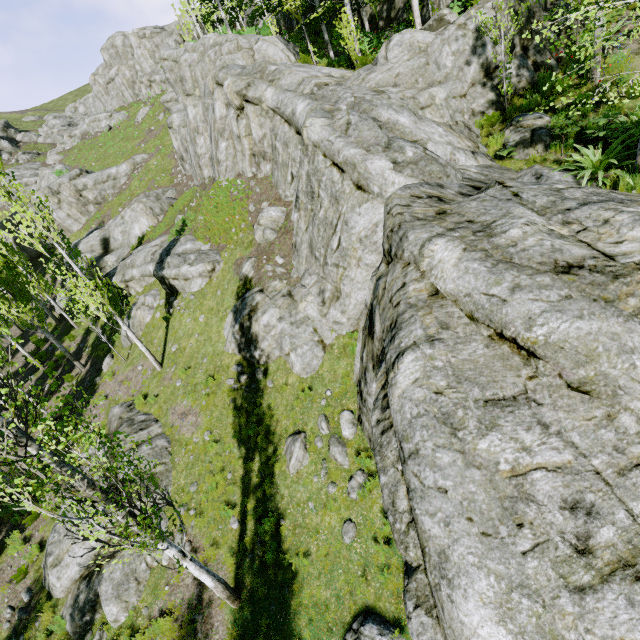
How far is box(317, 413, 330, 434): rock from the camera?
9.9 meters

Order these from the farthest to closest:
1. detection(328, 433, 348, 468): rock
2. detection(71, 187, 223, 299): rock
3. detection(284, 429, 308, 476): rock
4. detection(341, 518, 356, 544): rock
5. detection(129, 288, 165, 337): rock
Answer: detection(129, 288, 165, 337): rock < detection(71, 187, 223, 299): rock < detection(284, 429, 308, 476): rock < detection(328, 433, 348, 468): rock < detection(341, 518, 356, 544): rock

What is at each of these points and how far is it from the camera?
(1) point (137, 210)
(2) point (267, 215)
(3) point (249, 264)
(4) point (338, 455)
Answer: (1) rock, 26.69m
(2) rock, 14.62m
(3) rock, 14.11m
(4) rock, 9.27m

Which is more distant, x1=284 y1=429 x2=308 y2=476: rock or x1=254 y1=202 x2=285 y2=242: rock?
x1=254 y1=202 x2=285 y2=242: rock

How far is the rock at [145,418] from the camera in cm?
1153

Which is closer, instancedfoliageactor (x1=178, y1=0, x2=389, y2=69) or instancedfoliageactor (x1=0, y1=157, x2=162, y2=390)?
instancedfoliageactor (x1=0, y1=157, x2=162, y2=390)

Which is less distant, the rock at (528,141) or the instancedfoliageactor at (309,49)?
the rock at (528,141)
